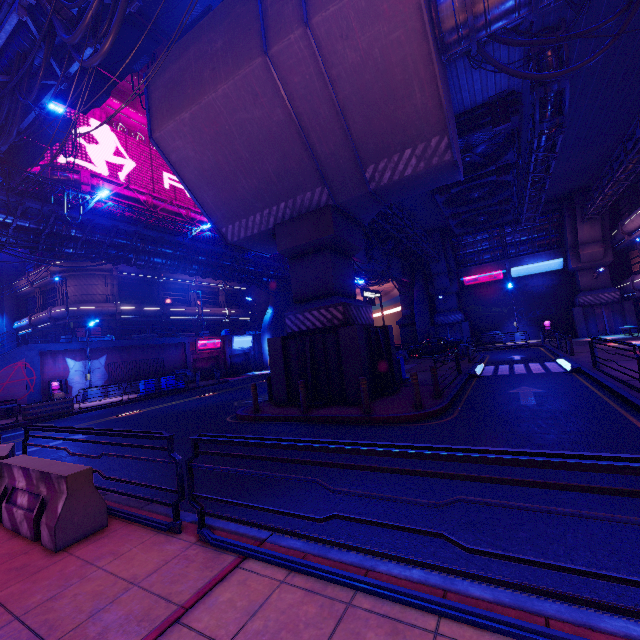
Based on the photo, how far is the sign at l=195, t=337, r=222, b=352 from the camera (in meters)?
34.16

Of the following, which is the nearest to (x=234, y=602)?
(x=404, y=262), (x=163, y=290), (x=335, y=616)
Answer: (x=335, y=616)

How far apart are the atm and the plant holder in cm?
440

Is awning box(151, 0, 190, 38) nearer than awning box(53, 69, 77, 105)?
Yes

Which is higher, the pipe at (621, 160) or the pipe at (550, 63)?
the pipe at (550, 63)

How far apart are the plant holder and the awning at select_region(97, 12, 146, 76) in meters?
18.5 m

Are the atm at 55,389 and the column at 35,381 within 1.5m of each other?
yes

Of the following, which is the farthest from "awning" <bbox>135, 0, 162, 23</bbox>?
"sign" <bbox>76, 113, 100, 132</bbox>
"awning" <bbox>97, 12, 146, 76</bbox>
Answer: "sign" <bbox>76, 113, 100, 132</bbox>
